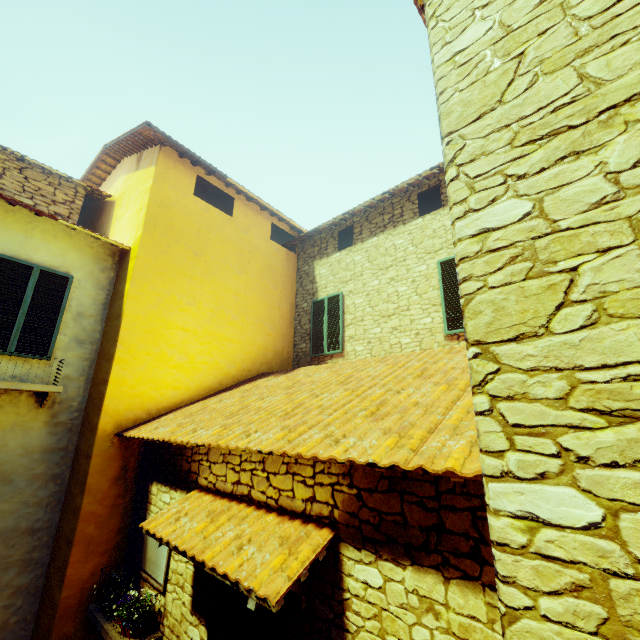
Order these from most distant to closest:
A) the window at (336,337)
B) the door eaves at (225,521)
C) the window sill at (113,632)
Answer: the window at (336,337)
the window sill at (113,632)
the door eaves at (225,521)

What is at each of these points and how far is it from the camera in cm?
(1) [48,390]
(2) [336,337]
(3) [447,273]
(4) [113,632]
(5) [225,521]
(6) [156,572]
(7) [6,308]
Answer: (1) window sill, 537
(2) window, 840
(3) window, 675
(4) window sill, 422
(5) door eaves, 341
(6) window, 463
(7) window, 542

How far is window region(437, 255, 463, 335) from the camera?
6.4m

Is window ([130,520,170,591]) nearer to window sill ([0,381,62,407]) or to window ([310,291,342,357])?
window sill ([0,381,62,407])

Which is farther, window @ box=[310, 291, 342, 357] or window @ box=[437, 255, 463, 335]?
window @ box=[310, 291, 342, 357]

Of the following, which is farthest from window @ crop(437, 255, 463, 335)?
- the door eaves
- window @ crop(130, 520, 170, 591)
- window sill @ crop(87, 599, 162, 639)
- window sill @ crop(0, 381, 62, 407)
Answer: window sill @ crop(0, 381, 62, 407)

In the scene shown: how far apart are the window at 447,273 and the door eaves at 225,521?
4.54m

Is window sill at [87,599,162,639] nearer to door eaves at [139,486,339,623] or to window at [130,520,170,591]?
window at [130,520,170,591]
